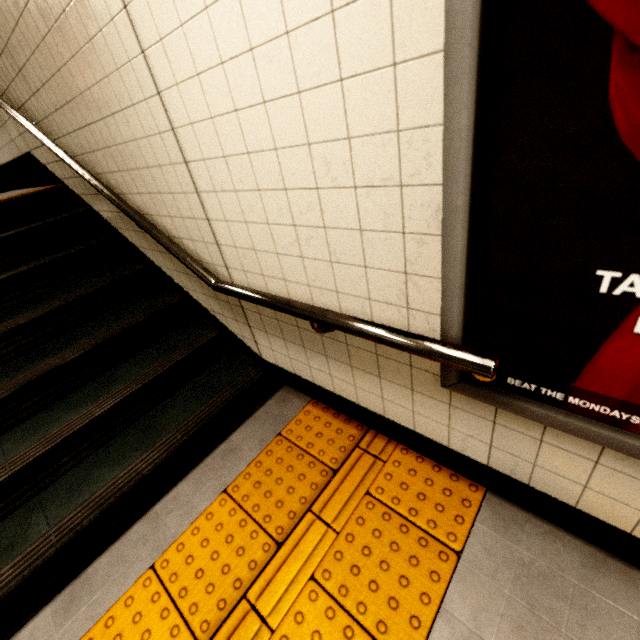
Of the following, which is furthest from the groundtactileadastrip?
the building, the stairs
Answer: the building

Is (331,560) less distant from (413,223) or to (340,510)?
(340,510)

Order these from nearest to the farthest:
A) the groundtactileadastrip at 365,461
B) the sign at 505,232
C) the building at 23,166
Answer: the sign at 505,232
the groundtactileadastrip at 365,461
the building at 23,166

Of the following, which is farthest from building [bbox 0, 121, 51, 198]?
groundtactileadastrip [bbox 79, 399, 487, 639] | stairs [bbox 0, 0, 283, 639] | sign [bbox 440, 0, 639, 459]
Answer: sign [bbox 440, 0, 639, 459]

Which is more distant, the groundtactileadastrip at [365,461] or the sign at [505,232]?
the groundtactileadastrip at [365,461]

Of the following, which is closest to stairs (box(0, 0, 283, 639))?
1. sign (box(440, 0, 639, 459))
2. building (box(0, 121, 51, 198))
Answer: building (box(0, 121, 51, 198))

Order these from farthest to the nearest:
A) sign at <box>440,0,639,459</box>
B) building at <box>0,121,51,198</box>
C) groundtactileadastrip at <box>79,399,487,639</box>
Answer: building at <box>0,121,51,198</box> < groundtactileadastrip at <box>79,399,487,639</box> < sign at <box>440,0,639,459</box>

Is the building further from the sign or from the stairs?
the sign
